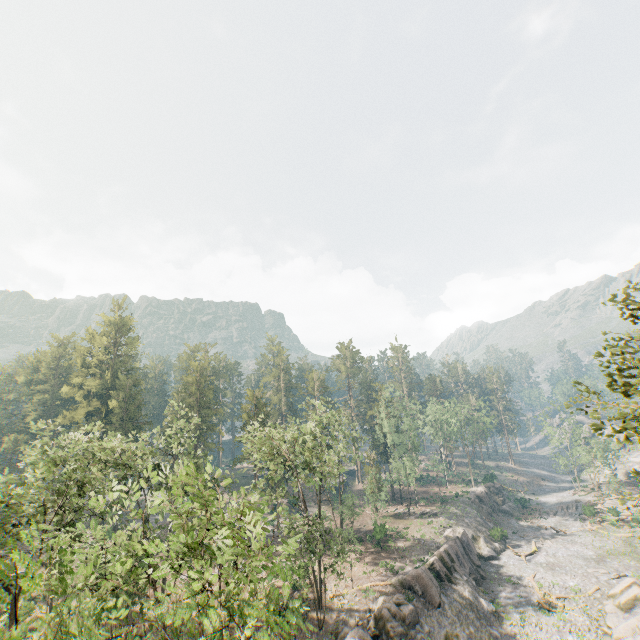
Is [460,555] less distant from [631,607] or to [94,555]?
[631,607]

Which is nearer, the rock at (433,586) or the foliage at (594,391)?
the foliage at (594,391)

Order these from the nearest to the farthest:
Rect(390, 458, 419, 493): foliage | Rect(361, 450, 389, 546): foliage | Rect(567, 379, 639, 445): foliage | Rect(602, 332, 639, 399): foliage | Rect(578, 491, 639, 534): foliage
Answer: Rect(567, 379, 639, 445): foliage < Rect(602, 332, 639, 399): foliage < Rect(578, 491, 639, 534): foliage < Rect(361, 450, 389, 546): foliage < Rect(390, 458, 419, 493): foliage

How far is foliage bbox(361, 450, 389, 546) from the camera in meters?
44.3

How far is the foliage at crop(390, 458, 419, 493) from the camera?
55.5 meters

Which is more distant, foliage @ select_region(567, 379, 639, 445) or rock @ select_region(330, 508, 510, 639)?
rock @ select_region(330, 508, 510, 639)

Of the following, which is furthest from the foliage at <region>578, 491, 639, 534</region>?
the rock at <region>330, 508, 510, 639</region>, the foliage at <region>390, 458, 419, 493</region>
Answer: the foliage at <region>390, 458, 419, 493</region>

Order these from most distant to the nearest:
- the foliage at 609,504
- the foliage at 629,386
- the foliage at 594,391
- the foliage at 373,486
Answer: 1. the foliage at 373,486
2. the foliage at 609,504
3. the foliage at 629,386
4. the foliage at 594,391
